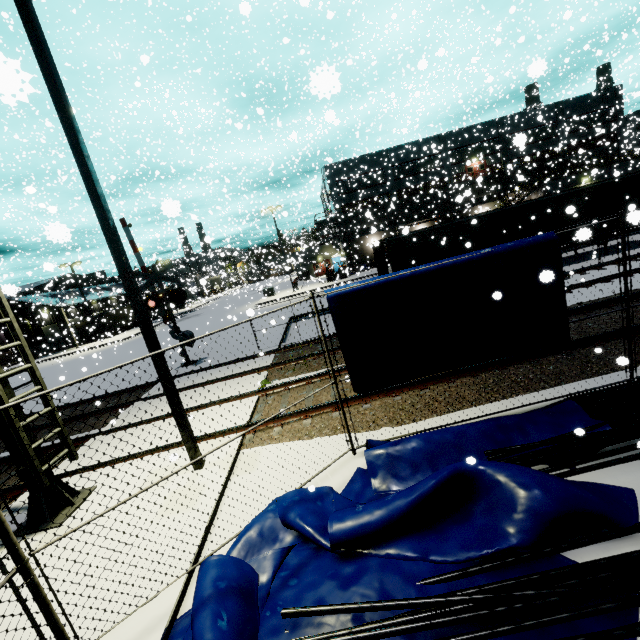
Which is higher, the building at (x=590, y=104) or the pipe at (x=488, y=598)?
the building at (x=590, y=104)

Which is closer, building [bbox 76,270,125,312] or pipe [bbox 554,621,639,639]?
pipe [bbox 554,621,639,639]

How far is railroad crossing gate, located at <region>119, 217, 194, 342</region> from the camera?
15.06m

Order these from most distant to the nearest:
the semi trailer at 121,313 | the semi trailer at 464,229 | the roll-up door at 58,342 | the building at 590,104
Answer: the roll-up door at 58,342
the semi trailer at 121,313
the building at 590,104
the semi trailer at 464,229

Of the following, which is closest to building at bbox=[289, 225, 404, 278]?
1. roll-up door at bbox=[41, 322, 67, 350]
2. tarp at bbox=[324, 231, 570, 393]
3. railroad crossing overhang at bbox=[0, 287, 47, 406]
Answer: roll-up door at bbox=[41, 322, 67, 350]

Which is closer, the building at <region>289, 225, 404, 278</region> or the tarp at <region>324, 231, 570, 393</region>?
the tarp at <region>324, 231, 570, 393</region>

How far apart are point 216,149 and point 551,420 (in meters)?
44.80

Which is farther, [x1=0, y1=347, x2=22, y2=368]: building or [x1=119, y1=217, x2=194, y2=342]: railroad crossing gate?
[x1=0, y1=347, x2=22, y2=368]: building
